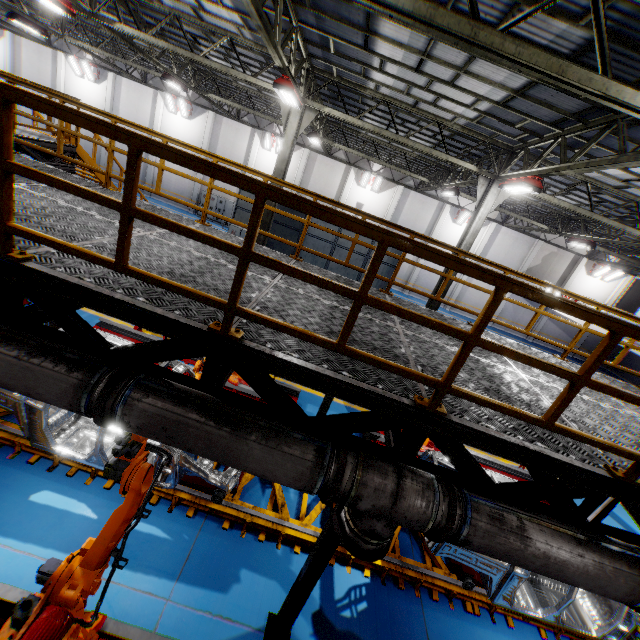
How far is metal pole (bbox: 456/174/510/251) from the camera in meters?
11.5 m

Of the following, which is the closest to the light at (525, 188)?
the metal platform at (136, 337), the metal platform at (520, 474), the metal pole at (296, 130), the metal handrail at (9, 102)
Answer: the metal handrail at (9, 102)

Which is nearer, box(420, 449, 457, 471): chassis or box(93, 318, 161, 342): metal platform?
box(420, 449, 457, 471): chassis

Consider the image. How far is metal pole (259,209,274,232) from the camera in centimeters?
1248cm

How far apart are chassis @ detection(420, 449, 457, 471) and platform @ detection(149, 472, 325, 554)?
0.01m

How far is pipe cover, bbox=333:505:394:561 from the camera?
2.8m

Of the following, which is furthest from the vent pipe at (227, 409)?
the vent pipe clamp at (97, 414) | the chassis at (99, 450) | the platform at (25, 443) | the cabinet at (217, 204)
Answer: the cabinet at (217, 204)

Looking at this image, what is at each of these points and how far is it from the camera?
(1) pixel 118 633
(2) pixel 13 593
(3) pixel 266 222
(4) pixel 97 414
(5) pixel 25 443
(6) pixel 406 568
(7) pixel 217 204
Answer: (1) metal platform, 3.69m
(2) metal platform, 3.68m
(3) metal pole, 12.61m
(4) vent pipe clamp, 2.53m
(5) platform, 5.39m
(6) platform, 5.74m
(7) cabinet, 26.81m
